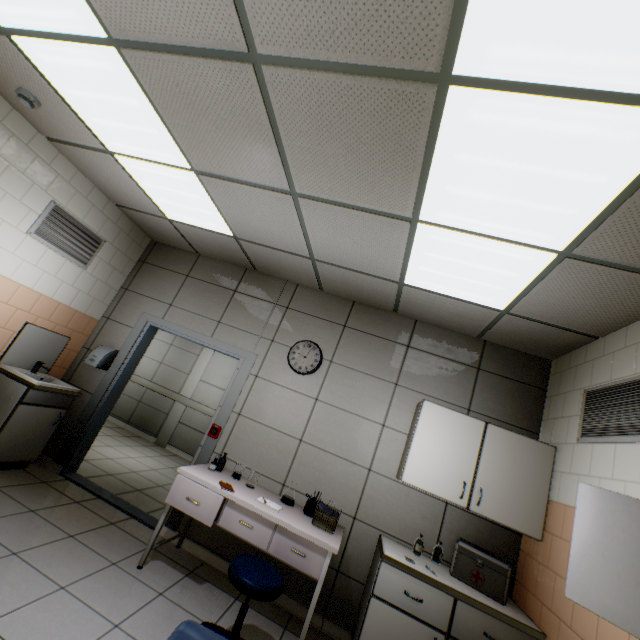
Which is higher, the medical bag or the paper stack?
the medical bag

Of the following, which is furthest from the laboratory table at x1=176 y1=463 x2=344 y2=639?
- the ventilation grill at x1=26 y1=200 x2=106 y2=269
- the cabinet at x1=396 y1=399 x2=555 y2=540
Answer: the ventilation grill at x1=26 y1=200 x2=106 y2=269

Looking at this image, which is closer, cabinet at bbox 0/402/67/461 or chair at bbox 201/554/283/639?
chair at bbox 201/554/283/639

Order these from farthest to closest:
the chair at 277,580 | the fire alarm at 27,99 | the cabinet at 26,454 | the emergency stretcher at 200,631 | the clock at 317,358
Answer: the clock at 317,358, the cabinet at 26,454, the fire alarm at 27,99, the chair at 277,580, the emergency stretcher at 200,631

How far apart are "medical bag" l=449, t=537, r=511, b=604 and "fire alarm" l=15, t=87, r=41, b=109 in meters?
5.4 m

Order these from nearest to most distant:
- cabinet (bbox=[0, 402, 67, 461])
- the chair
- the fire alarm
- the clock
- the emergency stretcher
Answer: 1. the emergency stretcher
2. the chair
3. the fire alarm
4. cabinet (bbox=[0, 402, 67, 461])
5. the clock

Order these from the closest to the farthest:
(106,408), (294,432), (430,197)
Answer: (430,197) → (294,432) → (106,408)

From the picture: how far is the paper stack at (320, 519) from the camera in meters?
2.9 m
